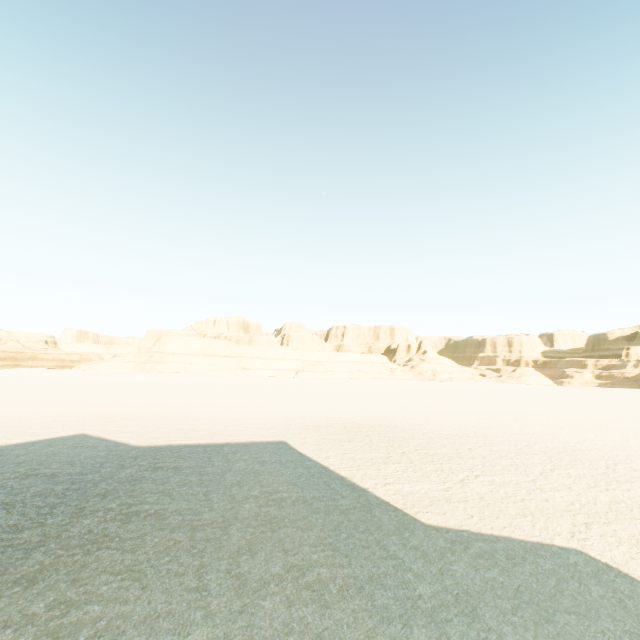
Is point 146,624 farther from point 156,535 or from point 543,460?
point 543,460
